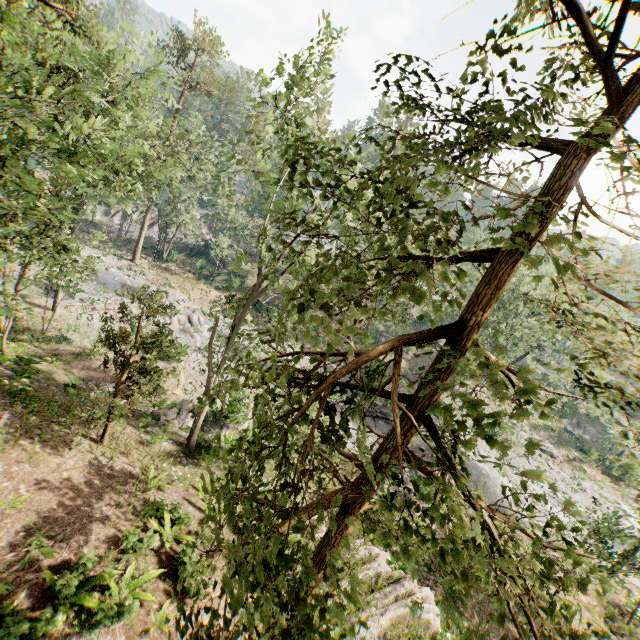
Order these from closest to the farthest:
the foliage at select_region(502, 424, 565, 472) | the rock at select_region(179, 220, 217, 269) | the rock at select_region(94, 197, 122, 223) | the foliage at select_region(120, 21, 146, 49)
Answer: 1. the foliage at select_region(502, 424, 565, 472)
2. the foliage at select_region(120, 21, 146, 49)
3. the rock at select_region(179, 220, 217, 269)
4. the rock at select_region(94, 197, 122, 223)

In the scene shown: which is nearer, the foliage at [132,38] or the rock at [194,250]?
the foliage at [132,38]

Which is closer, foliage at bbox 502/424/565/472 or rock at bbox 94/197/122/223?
foliage at bbox 502/424/565/472

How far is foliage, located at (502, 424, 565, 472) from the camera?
2.6m

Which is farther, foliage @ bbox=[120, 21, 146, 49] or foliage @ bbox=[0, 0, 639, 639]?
foliage @ bbox=[120, 21, 146, 49]

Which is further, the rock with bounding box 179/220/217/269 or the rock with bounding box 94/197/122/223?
the rock with bounding box 94/197/122/223

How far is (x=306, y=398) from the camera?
3.8m
